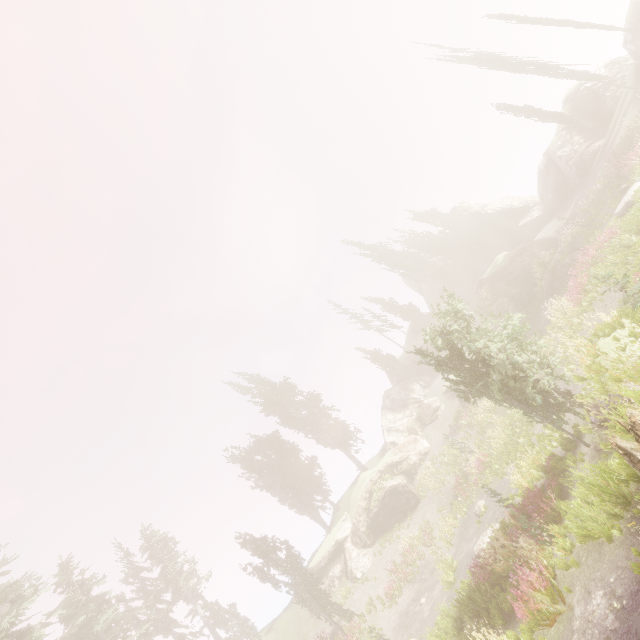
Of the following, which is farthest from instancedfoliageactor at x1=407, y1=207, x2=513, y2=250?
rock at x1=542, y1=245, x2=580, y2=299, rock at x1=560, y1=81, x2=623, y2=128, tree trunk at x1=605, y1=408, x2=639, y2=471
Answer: rock at x1=542, y1=245, x2=580, y2=299

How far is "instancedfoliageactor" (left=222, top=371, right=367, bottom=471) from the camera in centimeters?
3997cm

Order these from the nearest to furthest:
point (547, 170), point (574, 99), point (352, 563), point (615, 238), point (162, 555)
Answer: point (615, 238)
point (352, 563)
point (574, 99)
point (162, 555)
point (547, 170)

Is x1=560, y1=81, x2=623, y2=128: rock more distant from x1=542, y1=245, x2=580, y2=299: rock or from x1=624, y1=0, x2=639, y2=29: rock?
x1=624, y1=0, x2=639, y2=29: rock

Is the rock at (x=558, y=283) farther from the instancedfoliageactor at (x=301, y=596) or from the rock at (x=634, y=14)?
the rock at (x=634, y=14)

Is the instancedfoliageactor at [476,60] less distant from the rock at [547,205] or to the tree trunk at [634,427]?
the rock at [547,205]

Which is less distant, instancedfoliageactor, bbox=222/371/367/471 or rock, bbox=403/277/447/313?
instancedfoliageactor, bbox=222/371/367/471

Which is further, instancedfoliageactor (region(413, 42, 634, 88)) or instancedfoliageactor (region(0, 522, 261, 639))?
instancedfoliageactor (region(413, 42, 634, 88))
